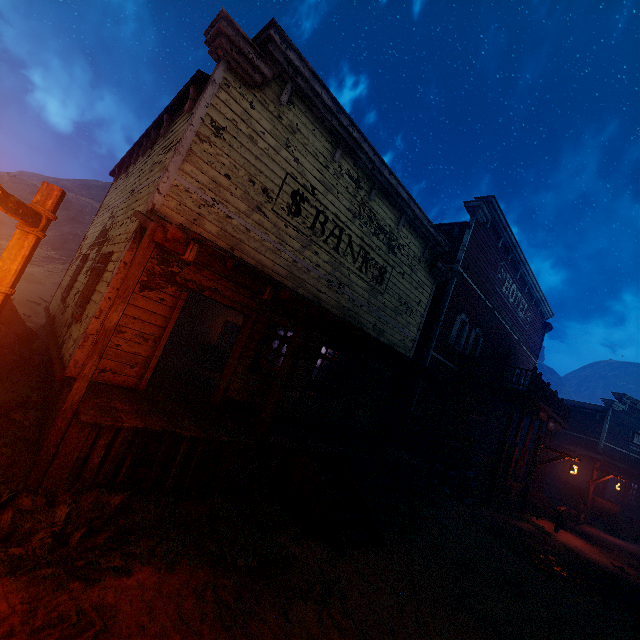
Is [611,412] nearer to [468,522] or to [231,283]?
[468,522]

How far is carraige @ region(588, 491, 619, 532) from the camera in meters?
17.5

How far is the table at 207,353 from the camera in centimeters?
1292cm

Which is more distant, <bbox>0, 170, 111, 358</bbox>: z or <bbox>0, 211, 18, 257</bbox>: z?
<bbox>0, 211, 18, 257</bbox>: z

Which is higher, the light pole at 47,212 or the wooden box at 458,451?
the light pole at 47,212

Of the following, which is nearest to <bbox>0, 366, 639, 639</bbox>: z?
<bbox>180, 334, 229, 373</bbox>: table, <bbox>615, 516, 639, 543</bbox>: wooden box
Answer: <bbox>615, 516, 639, 543</bbox>: wooden box

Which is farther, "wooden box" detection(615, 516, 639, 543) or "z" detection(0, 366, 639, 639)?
"wooden box" detection(615, 516, 639, 543)

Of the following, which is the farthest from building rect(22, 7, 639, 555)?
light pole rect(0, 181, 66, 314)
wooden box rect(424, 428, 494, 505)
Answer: light pole rect(0, 181, 66, 314)
